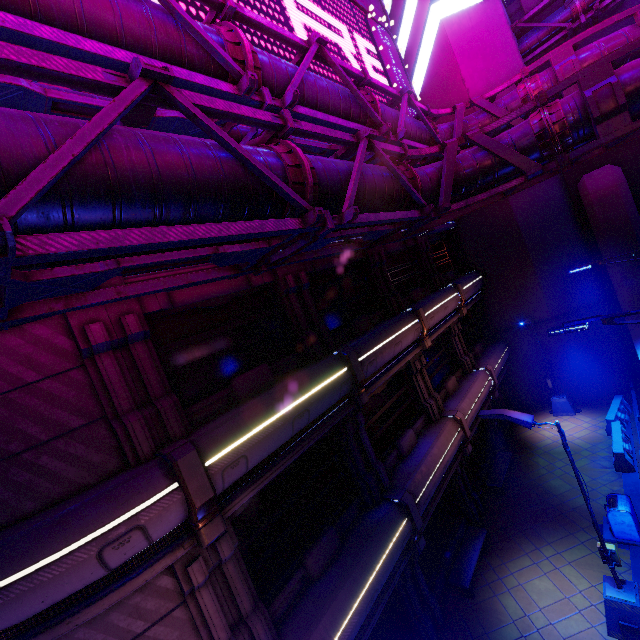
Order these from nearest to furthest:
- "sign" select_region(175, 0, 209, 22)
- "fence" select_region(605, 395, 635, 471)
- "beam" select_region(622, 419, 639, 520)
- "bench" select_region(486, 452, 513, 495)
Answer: "sign" select_region(175, 0, 209, 22) → "beam" select_region(622, 419, 639, 520) → "fence" select_region(605, 395, 635, 471) → "bench" select_region(486, 452, 513, 495)

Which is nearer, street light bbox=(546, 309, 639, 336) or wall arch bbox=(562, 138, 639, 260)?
street light bbox=(546, 309, 639, 336)

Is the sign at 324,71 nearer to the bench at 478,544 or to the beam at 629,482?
the bench at 478,544

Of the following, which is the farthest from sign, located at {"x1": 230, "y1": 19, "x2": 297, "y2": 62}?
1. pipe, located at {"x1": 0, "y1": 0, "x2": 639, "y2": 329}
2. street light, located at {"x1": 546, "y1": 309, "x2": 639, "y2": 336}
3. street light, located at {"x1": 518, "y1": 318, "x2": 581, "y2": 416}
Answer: street light, located at {"x1": 518, "y1": 318, "x2": 581, "y2": 416}

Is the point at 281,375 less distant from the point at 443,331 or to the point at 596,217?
the point at 443,331

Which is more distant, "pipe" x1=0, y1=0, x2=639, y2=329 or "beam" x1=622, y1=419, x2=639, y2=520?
"beam" x1=622, y1=419, x2=639, y2=520

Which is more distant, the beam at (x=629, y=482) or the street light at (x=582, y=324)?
the beam at (x=629, y=482)

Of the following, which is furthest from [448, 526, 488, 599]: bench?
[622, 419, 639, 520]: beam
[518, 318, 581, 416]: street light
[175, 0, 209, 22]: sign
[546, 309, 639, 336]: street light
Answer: [175, 0, 209, 22]: sign
